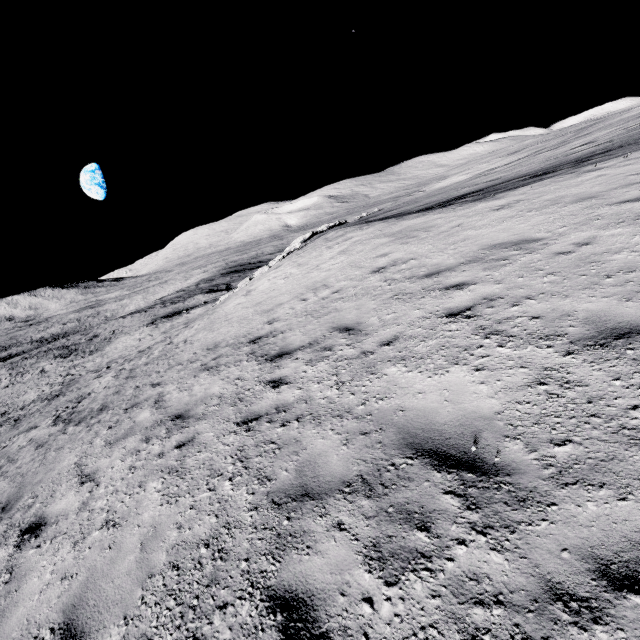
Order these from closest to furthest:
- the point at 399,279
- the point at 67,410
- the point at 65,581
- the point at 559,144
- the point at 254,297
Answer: the point at 65,581 → the point at 399,279 → the point at 67,410 → the point at 254,297 → the point at 559,144
